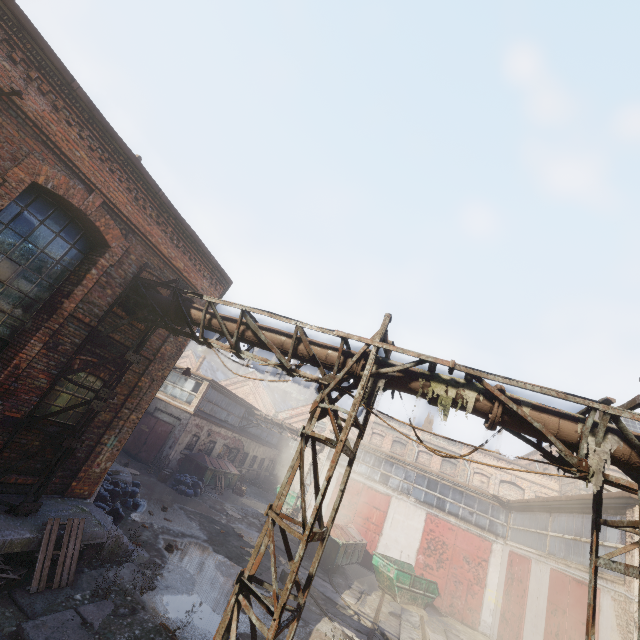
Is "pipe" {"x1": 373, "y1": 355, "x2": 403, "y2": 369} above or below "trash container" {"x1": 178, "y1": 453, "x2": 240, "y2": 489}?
above

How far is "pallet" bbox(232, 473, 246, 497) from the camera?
23.4m

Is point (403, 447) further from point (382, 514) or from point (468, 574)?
point (468, 574)

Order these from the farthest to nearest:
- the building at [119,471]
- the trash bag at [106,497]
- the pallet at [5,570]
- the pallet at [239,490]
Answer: the pallet at [239,490]
the building at [119,471]
the trash bag at [106,497]
the pallet at [5,570]

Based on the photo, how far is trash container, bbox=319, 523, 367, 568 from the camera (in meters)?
15.75

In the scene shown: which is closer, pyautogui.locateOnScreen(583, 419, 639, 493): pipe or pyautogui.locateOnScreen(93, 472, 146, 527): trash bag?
pyautogui.locateOnScreen(583, 419, 639, 493): pipe

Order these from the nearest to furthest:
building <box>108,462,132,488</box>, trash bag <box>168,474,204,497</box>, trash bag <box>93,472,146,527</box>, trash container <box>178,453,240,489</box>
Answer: trash bag <box>93,472,146,527</box> → building <box>108,462,132,488</box> → trash bag <box>168,474,204,497</box> → trash container <box>178,453,240,489</box>

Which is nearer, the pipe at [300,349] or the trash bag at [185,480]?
the pipe at [300,349]
